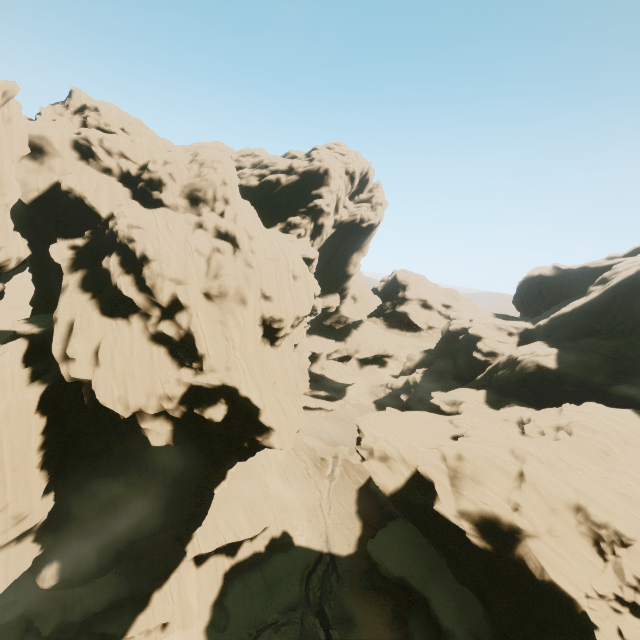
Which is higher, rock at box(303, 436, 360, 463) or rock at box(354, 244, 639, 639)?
rock at box(354, 244, 639, 639)

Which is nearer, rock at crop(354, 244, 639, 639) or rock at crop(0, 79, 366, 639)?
rock at crop(354, 244, 639, 639)

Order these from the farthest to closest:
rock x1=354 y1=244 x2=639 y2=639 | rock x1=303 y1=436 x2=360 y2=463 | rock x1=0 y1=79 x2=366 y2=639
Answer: rock x1=303 y1=436 x2=360 y2=463 < rock x1=0 y1=79 x2=366 y2=639 < rock x1=354 y1=244 x2=639 y2=639

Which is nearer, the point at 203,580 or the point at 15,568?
the point at 15,568

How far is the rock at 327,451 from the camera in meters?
51.8 m

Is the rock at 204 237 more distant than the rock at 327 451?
No
